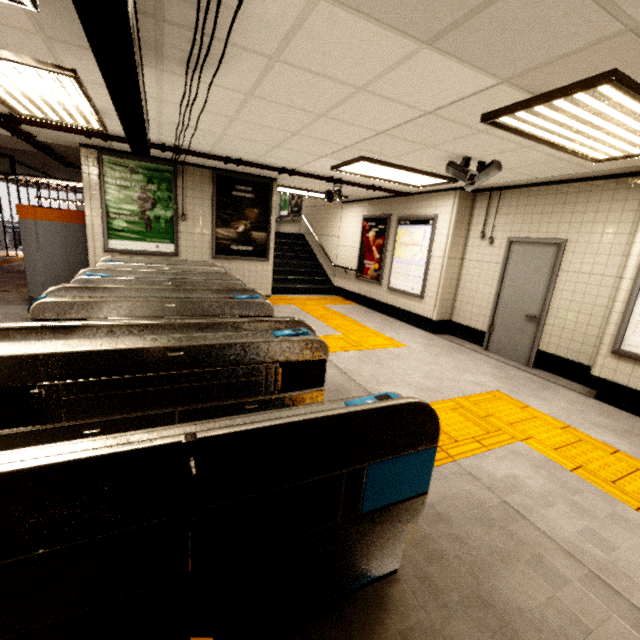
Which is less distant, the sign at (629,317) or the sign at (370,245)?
the sign at (629,317)

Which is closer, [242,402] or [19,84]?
[242,402]

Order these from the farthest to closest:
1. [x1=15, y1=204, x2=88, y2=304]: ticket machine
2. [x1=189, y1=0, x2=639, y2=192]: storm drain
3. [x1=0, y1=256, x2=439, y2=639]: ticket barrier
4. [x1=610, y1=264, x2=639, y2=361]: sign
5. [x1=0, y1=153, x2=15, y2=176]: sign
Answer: [x1=0, y1=153, x2=15, y2=176]: sign, [x1=15, y1=204, x2=88, y2=304]: ticket machine, [x1=610, y1=264, x2=639, y2=361]: sign, [x1=189, y1=0, x2=639, y2=192]: storm drain, [x1=0, y1=256, x2=439, y2=639]: ticket barrier

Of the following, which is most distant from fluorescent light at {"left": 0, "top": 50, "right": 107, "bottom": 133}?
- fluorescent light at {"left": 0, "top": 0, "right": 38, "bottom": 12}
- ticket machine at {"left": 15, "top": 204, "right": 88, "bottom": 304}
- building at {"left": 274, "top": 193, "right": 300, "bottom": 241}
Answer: building at {"left": 274, "top": 193, "right": 300, "bottom": 241}

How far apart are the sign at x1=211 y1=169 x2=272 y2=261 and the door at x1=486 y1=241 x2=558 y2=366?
4.83m

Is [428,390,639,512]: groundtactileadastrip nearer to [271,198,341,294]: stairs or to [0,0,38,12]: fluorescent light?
[271,198,341,294]: stairs

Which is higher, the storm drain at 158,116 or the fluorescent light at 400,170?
the storm drain at 158,116

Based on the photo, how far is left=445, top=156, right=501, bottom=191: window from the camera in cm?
417
